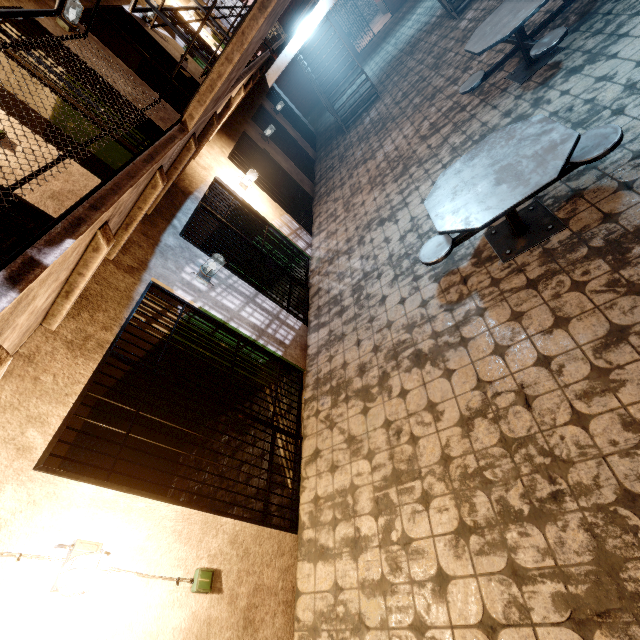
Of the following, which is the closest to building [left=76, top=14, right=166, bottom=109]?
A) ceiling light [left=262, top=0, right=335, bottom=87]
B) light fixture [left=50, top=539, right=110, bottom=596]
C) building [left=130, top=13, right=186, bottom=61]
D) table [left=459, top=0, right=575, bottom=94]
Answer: building [left=130, top=13, right=186, bottom=61]

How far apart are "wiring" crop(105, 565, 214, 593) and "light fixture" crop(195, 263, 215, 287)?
3.0m

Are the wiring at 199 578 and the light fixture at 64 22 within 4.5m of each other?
no

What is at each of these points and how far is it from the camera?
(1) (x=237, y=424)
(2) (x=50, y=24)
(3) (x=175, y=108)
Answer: (1) metal bar, 3.45m
(2) building, 4.47m
(3) building, 7.71m

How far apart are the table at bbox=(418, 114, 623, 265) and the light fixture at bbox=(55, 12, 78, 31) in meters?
5.7 m

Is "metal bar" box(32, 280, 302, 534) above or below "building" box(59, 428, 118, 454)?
below

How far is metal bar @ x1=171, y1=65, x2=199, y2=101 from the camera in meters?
6.4

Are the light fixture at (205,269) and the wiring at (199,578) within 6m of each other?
yes
